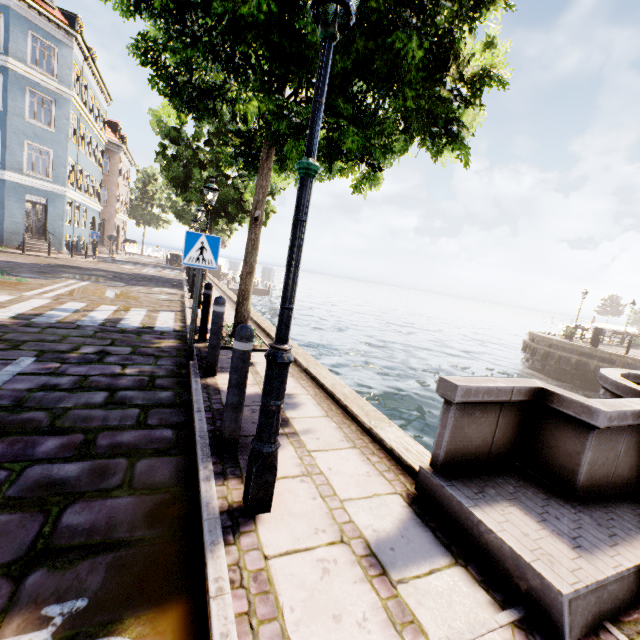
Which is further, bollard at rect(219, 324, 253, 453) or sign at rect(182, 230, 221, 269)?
sign at rect(182, 230, 221, 269)

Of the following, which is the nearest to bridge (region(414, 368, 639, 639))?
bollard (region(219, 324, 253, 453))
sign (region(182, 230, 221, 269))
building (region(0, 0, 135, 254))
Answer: bollard (region(219, 324, 253, 453))

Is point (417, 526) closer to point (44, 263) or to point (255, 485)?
point (255, 485)

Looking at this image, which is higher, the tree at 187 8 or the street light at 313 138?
the tree at 187 8

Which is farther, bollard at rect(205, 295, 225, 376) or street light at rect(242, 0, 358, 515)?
bollard at rect(205, 295, 225, 376)

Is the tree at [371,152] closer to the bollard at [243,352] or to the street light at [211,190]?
the street light at [211,190]

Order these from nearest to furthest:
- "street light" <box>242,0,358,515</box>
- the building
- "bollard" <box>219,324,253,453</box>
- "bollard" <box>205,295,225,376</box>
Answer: "street light" <box>242,0,358,515</box> → "bollard" <box>219,324,253,453</box> → "bollard" <box>205,295,225,376</box> → the building

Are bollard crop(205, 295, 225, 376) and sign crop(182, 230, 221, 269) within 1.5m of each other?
yes
